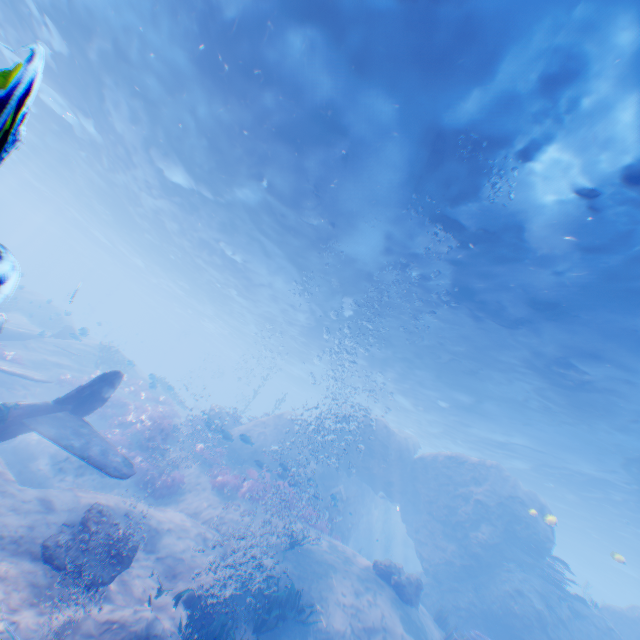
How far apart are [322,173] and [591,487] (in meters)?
26.76

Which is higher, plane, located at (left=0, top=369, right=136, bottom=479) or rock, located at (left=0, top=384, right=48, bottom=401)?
plane, located at (left=0, top=369, right=136, bottom=479)

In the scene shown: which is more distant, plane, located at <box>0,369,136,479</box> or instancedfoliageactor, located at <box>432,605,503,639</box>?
instancedfoliageactor, located at <box>432,605,503,639</box>

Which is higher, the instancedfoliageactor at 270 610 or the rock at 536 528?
the rock at 536 528

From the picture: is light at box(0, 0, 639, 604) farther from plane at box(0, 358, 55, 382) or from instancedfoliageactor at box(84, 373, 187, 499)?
instancedfoliageactor at box(84, 373, 187, 499)

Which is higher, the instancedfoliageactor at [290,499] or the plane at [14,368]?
the instancedfoliageactor at [290,499]

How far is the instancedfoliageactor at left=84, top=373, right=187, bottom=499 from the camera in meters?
13.9 m

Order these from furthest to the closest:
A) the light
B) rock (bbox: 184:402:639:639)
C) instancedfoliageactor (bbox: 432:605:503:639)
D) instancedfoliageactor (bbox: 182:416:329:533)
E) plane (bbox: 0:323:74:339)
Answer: plane (bbox: 0:323:74:339) < rock (bbox: 184:402:639:639) < instancedfoliageactor (bbox: 182:416:329:533) < instancedfoliageactor (bbox: 432:605:503:639) < the light
